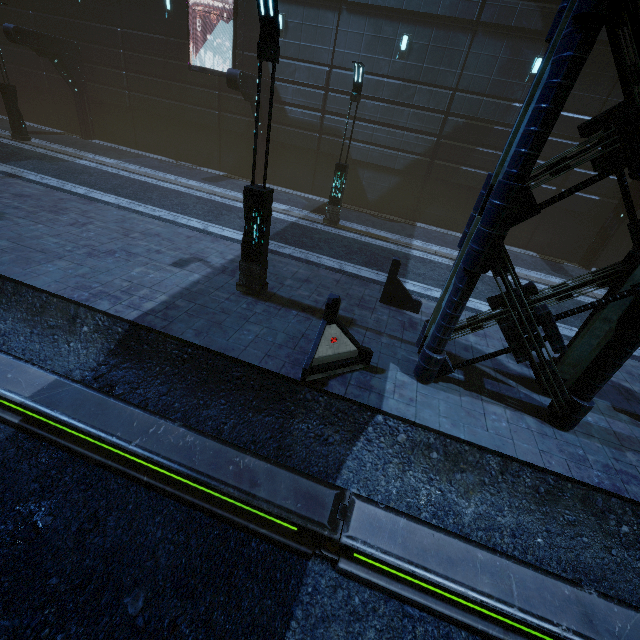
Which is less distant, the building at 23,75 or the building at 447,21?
the building at 447,21

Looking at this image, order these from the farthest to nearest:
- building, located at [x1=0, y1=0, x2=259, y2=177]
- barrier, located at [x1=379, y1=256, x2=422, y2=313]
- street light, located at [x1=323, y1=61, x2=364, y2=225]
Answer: building, located at [x1=0, y1=0, x2=259, y2=177], street light, located at [x1=323, y1=61, x2=364, y2=225], barrier, located at [x1=379, y1=256, x2=422, y2=313]

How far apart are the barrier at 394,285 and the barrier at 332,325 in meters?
2.8 m

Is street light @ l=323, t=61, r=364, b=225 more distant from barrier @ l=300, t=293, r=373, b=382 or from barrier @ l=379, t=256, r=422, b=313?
barrier @ l=300, t=293, r=373, b=382

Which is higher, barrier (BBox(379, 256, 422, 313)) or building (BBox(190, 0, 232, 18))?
building (BBox(190, 0, 232, 18))

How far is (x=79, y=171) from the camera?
14.2m

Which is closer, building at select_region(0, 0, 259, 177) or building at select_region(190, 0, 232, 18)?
building at select_region(190, 0, 232, 18)

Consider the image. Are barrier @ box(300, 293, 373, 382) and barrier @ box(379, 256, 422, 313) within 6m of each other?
yes
